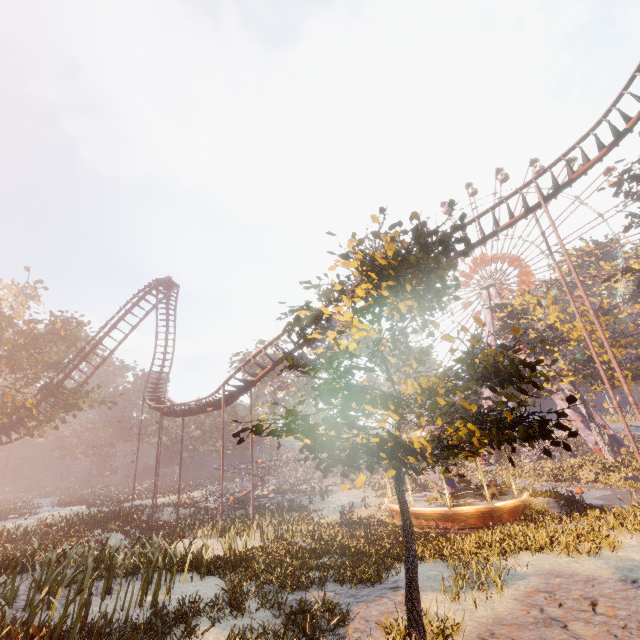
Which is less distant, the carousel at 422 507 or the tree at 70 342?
the carousel at 422 507

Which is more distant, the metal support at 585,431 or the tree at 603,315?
the metal support at 585,431

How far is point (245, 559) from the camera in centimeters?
1190cm

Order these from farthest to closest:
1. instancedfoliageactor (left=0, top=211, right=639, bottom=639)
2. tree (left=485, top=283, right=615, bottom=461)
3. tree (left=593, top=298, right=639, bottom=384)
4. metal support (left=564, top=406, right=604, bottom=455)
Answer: metal support (left=564, top=406, right=604, bottom=455) < tree (left=485, top=283, right=615, bottom=461) < tree (left=593, top=298, right=639, bottom=384) < instancedfoliageactor (left=0, top=211, right=639, bottom=639)

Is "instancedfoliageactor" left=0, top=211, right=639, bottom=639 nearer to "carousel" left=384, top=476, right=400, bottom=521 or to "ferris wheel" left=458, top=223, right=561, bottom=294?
"carousel" left=384, top=476, right=400, bottom=521

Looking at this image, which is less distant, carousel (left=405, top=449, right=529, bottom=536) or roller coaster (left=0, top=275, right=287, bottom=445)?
carousel (left=405, top=449, right=529, bottom=536)

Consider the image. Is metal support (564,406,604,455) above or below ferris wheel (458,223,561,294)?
below

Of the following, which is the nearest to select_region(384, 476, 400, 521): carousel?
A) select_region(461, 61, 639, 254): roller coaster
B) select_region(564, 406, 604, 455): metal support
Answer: select_region(461, 61, 639, 254): roller coaster
